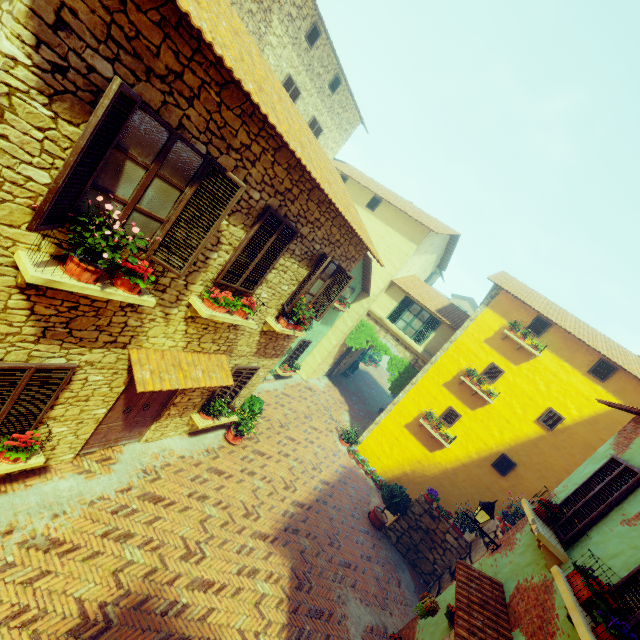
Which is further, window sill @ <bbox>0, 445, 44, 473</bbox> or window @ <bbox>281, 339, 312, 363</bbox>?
window @ <bbox>281, 339, 312, 363</bbox>

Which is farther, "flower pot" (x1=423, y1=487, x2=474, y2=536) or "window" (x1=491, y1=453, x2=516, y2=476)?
"window" (x1=491, y1=453, x2=516, y2=476)

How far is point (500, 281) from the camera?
→ 13.60m

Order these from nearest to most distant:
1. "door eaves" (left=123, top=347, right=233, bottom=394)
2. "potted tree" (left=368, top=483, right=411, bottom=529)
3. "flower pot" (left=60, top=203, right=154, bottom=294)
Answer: "flower pot" (left=60, top=203, right=154, bottom=294)
"door eaves" (left=123, top=347, right=233, bottom=394)
"potted tree" (left=368, top=483, right=411, bottom=529)

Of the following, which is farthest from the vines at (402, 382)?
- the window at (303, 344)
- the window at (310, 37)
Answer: the window at (310, 37)

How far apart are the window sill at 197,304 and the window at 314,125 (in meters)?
12.44

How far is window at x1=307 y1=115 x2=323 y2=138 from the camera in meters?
15.9 m

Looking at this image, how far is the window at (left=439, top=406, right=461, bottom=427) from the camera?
13.4m
